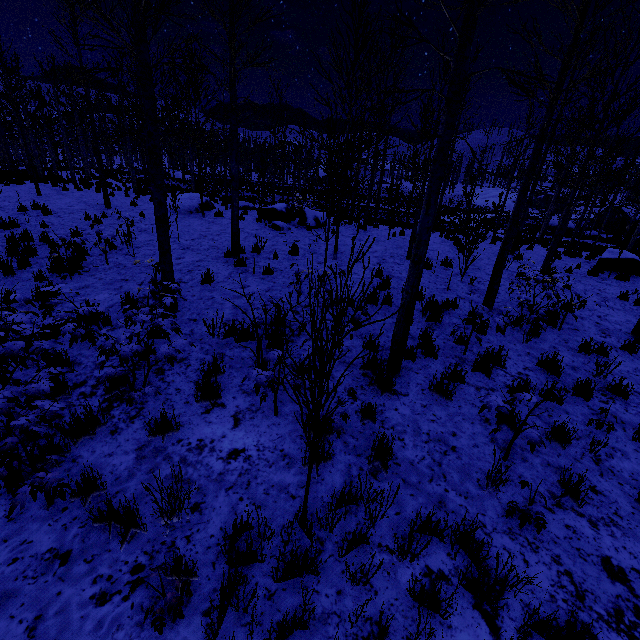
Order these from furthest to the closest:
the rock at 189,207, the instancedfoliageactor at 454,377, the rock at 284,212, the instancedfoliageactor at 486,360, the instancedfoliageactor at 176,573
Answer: the rock at 189,207 < the rock at 284,212 < the instancedfoliageactor at 486,360 < the instancedfoliageactor at 454,377 < the instancedfoliageactor at 176,573

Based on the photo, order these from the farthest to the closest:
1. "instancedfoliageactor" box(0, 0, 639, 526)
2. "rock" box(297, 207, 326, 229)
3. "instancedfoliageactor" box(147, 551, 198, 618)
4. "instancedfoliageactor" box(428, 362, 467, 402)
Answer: "rock" box(297, 207, 326, 229) → "instancedfoliageactor" box(428, 362, 467, 402) → "instancedfoliageactor" box(0, 0, 639, 526) → "instancedfoliageactor" box(147, 551, 198, 618)

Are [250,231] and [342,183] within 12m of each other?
yes

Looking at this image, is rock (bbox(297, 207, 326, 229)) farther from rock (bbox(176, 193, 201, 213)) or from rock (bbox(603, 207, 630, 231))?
rock (bbox(603, 207, 630, 231))

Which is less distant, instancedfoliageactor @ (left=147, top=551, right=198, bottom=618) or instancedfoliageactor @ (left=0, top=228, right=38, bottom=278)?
instancedfoliageactor @ (left=147, top=551, right=198, bottom=618)

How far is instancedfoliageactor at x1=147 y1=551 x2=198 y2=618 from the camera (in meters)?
2.18

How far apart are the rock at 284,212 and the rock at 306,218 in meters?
0.5 m

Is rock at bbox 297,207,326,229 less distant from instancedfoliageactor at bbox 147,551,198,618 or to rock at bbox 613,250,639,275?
instancedfoliageactor at bbox 147,551,198,618
